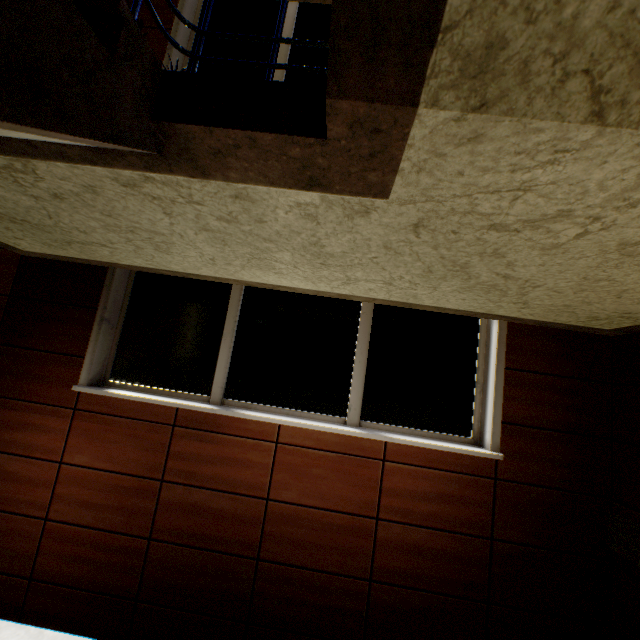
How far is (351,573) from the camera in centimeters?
280cm

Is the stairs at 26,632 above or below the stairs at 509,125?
below

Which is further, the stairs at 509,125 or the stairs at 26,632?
the stairs at 26,632

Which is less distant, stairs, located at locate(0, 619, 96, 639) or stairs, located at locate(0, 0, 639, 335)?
stairs, located at locate(0, 0, 639, 335)

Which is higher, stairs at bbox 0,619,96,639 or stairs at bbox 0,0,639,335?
stairs at bbox 0,0,639,335
